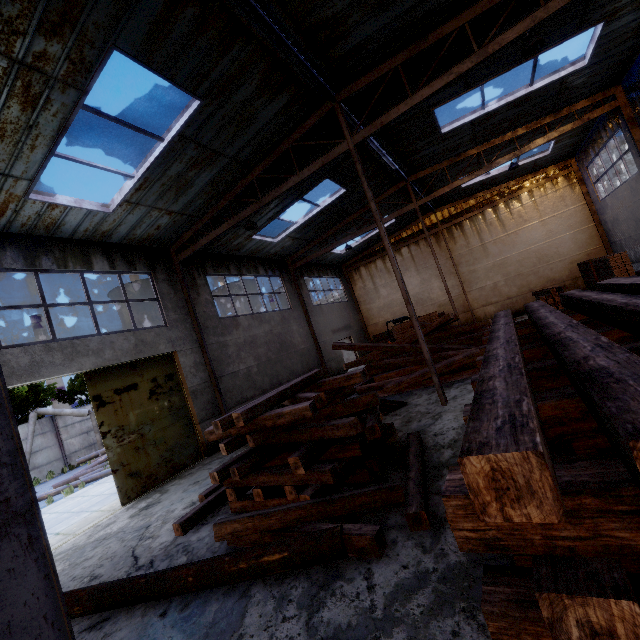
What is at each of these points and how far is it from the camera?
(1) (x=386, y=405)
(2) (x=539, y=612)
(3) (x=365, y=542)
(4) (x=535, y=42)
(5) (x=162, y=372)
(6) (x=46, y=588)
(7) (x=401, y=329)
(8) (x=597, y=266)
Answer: (1) wooden pallet, 9.58m
(2) wooden beam stack, 1.18m
(3) wooden beam pile, 3.71m
(4) ceiling lamp, 6.64m
(5) door, 10.93m
(6) roof support, 1.39m
(7) wooden planks bundle, 17.19m
(8) wooden planks bundle, 14.72m

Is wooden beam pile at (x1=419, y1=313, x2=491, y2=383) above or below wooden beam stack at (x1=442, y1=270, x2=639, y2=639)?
below

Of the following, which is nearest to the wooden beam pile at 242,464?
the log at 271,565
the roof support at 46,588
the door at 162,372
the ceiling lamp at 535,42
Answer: the log at 271,565

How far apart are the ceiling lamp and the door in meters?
12.6 m

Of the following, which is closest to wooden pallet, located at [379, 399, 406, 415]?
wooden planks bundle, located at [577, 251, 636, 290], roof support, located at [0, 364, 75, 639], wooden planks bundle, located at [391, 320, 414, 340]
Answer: wooden planks bundle, located at [391, 320, 414, 340]

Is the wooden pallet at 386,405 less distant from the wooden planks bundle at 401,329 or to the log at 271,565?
the log at 271,565

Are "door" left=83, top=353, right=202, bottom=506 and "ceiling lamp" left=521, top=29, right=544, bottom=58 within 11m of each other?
no

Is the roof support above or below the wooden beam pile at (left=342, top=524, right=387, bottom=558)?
above
